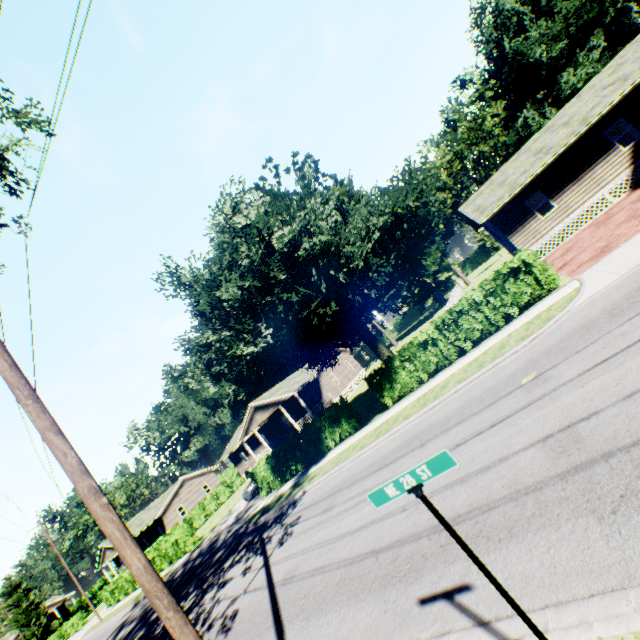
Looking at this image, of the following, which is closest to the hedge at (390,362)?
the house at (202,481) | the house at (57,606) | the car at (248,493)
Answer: the car at (248,493)

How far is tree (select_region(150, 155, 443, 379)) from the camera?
13.61m

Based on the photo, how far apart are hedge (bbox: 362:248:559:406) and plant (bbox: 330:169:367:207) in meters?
36.3 m

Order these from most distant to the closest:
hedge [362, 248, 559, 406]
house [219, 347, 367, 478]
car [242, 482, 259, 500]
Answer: house [219, 347, 367, 478] < car [242, 482, 259, 500] < hedge [362, 248, 559, 406]

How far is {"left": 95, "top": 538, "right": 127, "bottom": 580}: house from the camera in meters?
43.0 m

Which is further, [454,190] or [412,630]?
[454,190]

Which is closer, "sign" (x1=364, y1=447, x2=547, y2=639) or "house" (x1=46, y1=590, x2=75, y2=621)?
"sign" (x1=364, y1=447, x2=547, y2=639)

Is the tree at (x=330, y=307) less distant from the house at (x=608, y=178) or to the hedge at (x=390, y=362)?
the hedge at (x=390, y=362)
